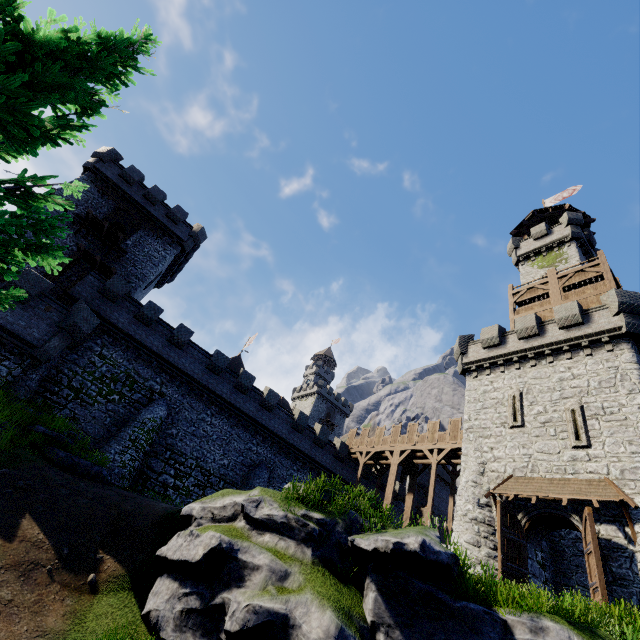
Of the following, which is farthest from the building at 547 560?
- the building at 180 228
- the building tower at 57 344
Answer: the building at 180 228

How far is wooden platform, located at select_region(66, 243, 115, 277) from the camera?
24.75m

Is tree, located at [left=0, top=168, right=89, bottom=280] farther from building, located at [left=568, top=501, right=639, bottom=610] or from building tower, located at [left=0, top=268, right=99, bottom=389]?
building, located at [left=568, top=501, right=639, bottom=610]

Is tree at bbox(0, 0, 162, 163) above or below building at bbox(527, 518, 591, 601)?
below

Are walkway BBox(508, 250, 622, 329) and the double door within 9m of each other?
no

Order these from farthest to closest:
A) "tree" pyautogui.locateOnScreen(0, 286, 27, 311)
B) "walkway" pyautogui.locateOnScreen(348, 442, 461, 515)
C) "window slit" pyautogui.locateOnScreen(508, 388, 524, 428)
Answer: "walkway" pyautogui.locateOnScreen(348, 442, 461, 515), "window slit" pyautogui.locateOnScreen(508, 388, 524, 428), "tree" pyautogui.locateOnScreen(0, 286, 27, 311)

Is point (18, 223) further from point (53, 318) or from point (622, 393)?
point (622, 393)

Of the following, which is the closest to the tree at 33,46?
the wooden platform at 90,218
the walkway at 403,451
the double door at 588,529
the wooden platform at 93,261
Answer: the double door at 588,529
